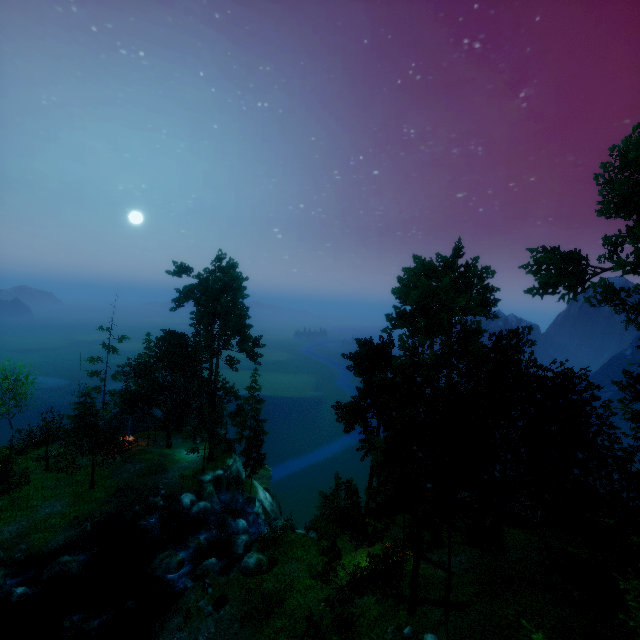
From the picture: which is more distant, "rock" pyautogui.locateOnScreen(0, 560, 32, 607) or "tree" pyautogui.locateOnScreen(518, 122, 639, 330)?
"tree" pyautogui.locateOnScreen(518, 122, 639, 330)

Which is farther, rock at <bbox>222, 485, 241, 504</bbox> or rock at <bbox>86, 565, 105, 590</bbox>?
rock at <bbox>222, 485, 241, 504</bbox>

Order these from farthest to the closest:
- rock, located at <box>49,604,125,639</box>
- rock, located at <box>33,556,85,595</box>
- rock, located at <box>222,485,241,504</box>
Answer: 1. rock, located at <box>222,485,241,504</box>
2. rock, located at <box>33,556,85,595</box>
3. rock, located at <box>49,604,125,639</box>

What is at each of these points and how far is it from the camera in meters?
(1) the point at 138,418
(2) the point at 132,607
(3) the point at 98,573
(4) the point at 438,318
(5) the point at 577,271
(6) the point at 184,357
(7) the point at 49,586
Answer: (1) building, 40.1
(2) rock, 23.0
(3) rock, 25.4
(4) tree, 23.3
(5) tree, 28.1
(6) tree, 39.1
(7) rock, 23.4

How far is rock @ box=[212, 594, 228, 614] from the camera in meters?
20.2

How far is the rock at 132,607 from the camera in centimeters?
2247cm

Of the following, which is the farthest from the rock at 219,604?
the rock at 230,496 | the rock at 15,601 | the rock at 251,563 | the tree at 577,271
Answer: the rock at 230,496

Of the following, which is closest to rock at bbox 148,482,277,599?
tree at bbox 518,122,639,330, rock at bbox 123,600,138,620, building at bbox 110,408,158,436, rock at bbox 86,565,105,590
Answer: rock at bbox 123,600,138,620
